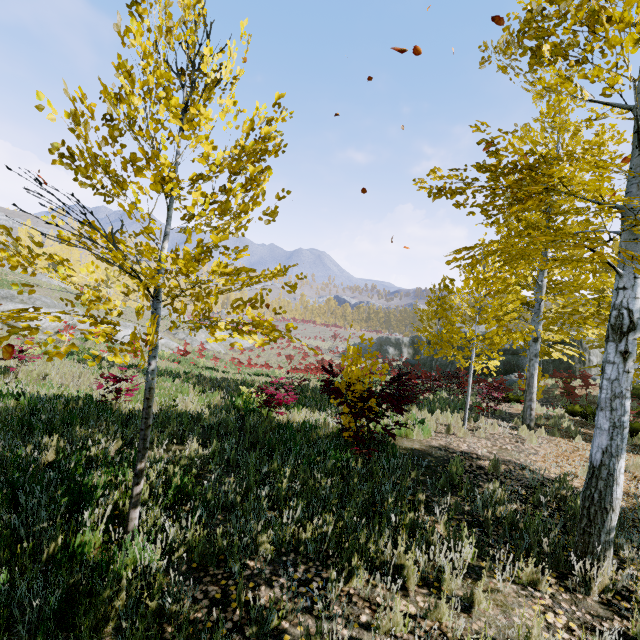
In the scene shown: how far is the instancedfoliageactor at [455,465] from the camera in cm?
566

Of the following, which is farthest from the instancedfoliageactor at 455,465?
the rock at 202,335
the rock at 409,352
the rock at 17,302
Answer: the rock at 202,335

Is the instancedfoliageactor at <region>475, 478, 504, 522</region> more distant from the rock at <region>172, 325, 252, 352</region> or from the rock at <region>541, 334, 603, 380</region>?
the rock at <region>172, 325, 252, 352</region>

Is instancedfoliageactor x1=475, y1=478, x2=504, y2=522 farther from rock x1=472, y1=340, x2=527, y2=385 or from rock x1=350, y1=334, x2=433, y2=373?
rock x1=350, y1=334, x2=433, y2=373

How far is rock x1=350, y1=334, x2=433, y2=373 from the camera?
32.16m

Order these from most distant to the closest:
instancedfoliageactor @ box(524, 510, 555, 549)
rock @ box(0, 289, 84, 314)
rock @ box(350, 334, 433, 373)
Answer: rock @ box(350, 334, 433, 373)
rock @ box(0, 289, 84, 314)
instancedfoliageactor @ box(524, 510, 555, 549)

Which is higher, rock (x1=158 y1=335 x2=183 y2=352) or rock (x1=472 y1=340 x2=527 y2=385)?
rock (x1=472 y1=340 x2=527 y2=385)

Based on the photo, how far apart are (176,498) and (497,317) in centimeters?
970cm
